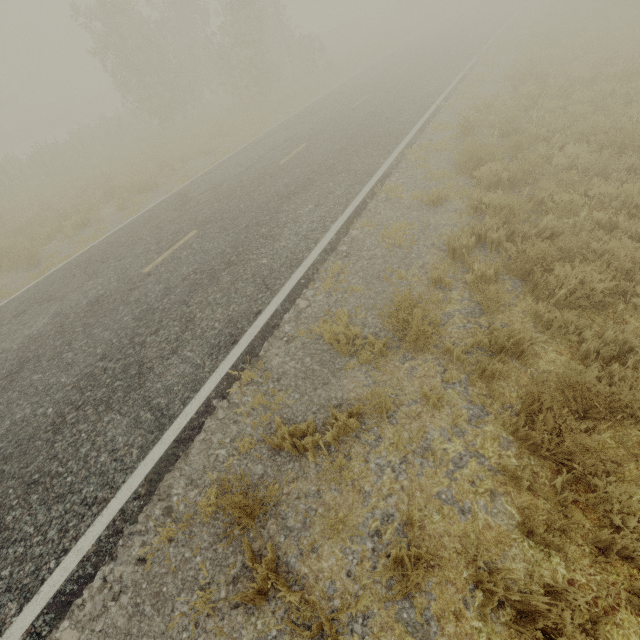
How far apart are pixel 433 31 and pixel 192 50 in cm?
1949
